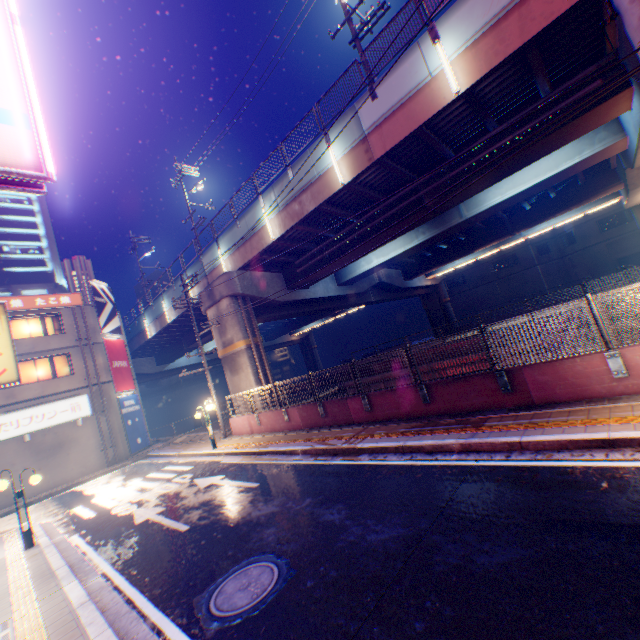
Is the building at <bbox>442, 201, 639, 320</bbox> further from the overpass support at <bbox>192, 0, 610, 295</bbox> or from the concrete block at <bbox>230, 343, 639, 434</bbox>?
the concrete block at <bbox>230, 343, 639, 434</bbox>

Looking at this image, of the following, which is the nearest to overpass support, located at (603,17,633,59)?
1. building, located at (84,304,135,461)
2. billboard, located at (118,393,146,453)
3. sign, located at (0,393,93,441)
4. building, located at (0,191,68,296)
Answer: building, located at (84,304,135,461)

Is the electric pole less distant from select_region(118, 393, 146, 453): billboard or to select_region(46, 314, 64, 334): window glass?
select_region(118, 393, 146, 453): billboard

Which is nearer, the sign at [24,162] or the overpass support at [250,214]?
the sign at [24,162]

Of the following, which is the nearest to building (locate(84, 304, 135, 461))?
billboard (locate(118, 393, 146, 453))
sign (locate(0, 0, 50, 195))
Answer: billboard (locate(118, 393, 146, 453))

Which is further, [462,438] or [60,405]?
[60,405]

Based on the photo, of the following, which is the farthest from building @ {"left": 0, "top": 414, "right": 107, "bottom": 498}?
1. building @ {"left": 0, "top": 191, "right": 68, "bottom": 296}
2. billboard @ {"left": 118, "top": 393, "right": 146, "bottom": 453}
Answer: building @ {"left": 0, "top": 191, "right": 68, "bottom": 296}

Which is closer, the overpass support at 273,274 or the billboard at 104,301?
the overpass support at 273,274
